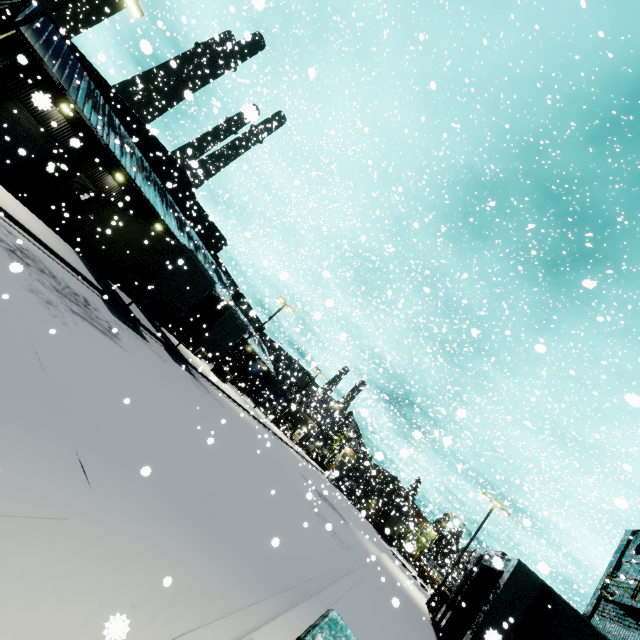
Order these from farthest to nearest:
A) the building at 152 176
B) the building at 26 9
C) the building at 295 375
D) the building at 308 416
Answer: the building at 295 375
the building at 308 416
the building at 152 176
the building at 26 9

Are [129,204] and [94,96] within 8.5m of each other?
yes

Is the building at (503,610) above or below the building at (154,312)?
above

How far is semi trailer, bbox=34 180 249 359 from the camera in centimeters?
1572cm

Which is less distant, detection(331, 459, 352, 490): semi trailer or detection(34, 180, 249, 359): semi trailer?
detection(34, 180, 249, 359): semi trailer

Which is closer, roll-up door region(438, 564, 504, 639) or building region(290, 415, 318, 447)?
roll-up door region(438, 564, 504, 639)

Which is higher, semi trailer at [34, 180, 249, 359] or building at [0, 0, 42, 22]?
building at [0, 0, 42, 22]

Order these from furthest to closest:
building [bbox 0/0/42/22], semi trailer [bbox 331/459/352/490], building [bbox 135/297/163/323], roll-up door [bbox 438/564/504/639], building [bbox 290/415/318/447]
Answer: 1. building [bbox 290/415/318/447]
2. building [bbox 135/297/163/323]
3. semi trailer [bbox 331/459/352/490]
4. roll-up door [bbox 438/564/504/639]
5. building [bbox 0/0/42/22]
